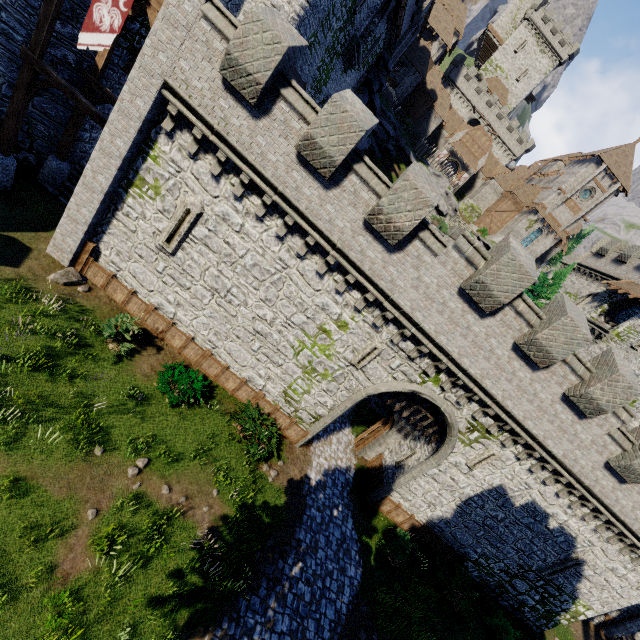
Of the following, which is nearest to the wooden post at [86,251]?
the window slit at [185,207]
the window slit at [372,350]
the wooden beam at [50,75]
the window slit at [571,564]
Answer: the window slit at [185,207]

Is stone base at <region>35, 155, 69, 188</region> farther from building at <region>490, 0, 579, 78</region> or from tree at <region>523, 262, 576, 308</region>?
building at <region>490, 0, 579, 78</region>

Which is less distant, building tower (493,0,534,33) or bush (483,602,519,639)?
bush (483,602,519,639)

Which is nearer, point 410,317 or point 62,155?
point 410,317

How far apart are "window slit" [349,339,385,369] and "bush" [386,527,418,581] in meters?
8.2

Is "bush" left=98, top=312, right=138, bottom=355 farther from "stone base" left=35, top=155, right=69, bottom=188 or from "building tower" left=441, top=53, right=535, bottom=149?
"building tower" left=441, top=53, right=535, bottom=149

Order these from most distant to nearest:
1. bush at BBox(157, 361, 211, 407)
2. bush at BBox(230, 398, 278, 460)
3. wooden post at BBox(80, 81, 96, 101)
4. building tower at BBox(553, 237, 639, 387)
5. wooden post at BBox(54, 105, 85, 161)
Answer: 1. building tower at BBox(553, 237, 639, 387)
2. wooden post at BBox(54, 105, 85, 161)
3. wooden post at BBox(80, 81, 96, 101)
4. bush at BBox(230, 398, 278, 460)
5. bush at BBox(157, 361, 211, 407)

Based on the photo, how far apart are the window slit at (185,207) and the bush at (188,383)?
4.4 meters
